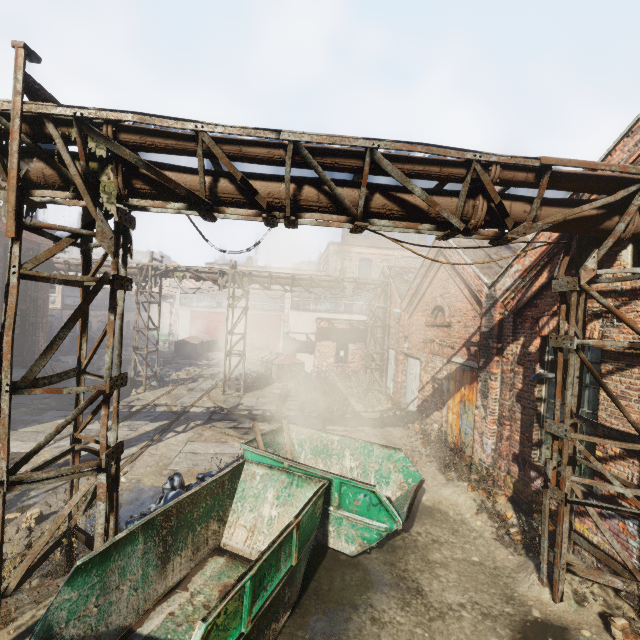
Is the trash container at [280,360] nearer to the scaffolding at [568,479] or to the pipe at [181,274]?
the pipe at [181,274]

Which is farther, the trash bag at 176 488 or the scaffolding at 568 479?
the trash bag at 176 488

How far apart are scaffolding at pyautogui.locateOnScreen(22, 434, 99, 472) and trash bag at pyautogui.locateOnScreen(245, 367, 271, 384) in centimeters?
1382cm

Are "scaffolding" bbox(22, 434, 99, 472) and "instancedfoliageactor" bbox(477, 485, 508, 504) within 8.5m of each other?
yes

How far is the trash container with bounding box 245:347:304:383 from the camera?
19.5m

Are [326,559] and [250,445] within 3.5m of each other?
yes

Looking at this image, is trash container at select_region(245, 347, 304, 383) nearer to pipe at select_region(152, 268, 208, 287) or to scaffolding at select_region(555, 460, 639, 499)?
pipe at select_region(152, 268, 208, 287)

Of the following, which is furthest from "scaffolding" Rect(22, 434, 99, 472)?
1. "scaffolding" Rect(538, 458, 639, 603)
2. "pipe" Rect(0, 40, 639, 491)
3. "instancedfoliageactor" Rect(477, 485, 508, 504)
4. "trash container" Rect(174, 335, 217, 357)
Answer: "trash container" Rect(174, 335, 217, 357)
